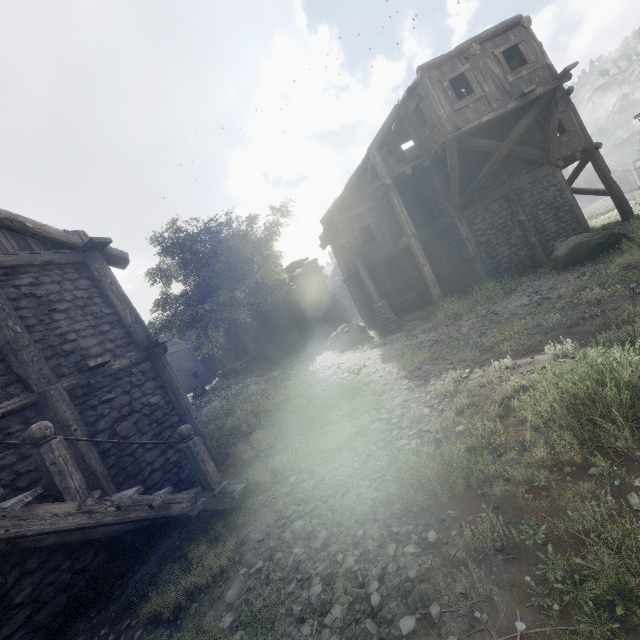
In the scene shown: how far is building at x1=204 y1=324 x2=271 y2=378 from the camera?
26.33m

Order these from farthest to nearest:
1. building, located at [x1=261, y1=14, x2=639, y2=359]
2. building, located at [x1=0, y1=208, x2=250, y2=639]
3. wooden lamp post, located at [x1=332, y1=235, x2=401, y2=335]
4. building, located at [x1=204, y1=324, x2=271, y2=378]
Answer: building, located at [x1=204, y1=324, x2=271, y2=378] → wooden lamp post, located at [x1=332, y1=235, x2=401, y2=335] → building, located at [x1=261, y1=14, x2=639, y2=359] → building, located at [x1=0, y1=208, x2=250, y2=639]

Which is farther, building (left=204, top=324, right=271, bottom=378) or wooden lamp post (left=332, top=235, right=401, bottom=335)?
building (left=204, top=324, right=271, bottom=378)

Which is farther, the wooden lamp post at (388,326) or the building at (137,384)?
the wooden lamp post at (388,326)

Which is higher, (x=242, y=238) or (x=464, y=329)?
(x=242, y=238)
